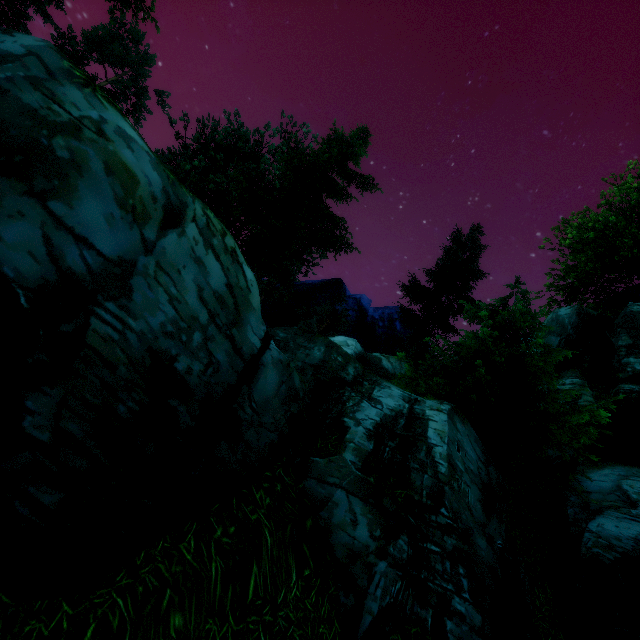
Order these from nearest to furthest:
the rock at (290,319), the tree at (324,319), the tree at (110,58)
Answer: the tree at (110,58) → the rock at (290,319) → the tree at (324,319)

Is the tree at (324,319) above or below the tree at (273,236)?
above

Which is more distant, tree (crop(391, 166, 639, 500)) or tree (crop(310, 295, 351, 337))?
tree (crop(310, 295, 351, 337))

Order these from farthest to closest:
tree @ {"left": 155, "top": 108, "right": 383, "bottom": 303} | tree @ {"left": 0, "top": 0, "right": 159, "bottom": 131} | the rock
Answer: the rock, tree @ {"left": 155, "top": 108, "right": 383, "bottom": 303}, tree @ {"left": 0, "top": 0, "right": 159, "bottom": 131}

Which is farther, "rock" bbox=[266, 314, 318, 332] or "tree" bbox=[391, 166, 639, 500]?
"rock" bbox=[266, 314, 318, 332]

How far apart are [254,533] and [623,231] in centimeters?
3202cm
